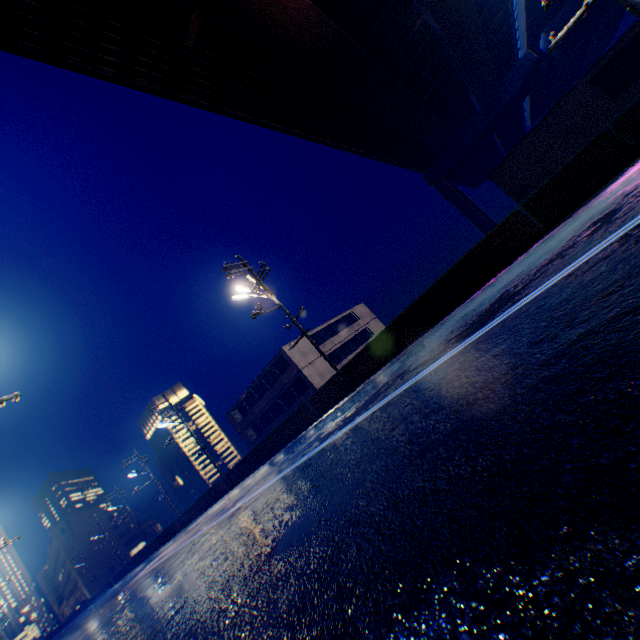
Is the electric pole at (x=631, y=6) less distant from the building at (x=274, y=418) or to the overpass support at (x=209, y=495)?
the overpass support at (x=209, y=495)

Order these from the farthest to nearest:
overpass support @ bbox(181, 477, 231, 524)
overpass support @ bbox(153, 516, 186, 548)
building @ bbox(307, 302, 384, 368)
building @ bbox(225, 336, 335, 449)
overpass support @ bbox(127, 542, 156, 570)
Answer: overpass support @ bbox(127, 542, 156, 570)
building @ bbox(307, 302, 384, 368)
overpass support @ bbox(153, 516, 186, 548)
building @ bbox(225, 336, 335, 449)
overpass support @ bbox(181, 477, 231, 524)

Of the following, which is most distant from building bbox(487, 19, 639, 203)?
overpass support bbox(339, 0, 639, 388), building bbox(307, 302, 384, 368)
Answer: overpass support bbox(339, 0, 639, 388)

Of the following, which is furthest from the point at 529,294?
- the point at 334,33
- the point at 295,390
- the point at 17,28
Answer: the point at 295,390

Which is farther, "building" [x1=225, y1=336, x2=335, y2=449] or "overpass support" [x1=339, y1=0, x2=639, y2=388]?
"building" [x1=225, y1=336, x2=335, y2=449]

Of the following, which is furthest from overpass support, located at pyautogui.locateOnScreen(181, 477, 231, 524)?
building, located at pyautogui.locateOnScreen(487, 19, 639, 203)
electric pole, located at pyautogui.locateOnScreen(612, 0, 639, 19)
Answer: building, located at pyautogui.locateOnScreen(487, 19, 639, 203)

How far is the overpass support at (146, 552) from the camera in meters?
42.0

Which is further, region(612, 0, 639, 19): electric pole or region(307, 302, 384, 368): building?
region(307, 302, 384, 368): building
